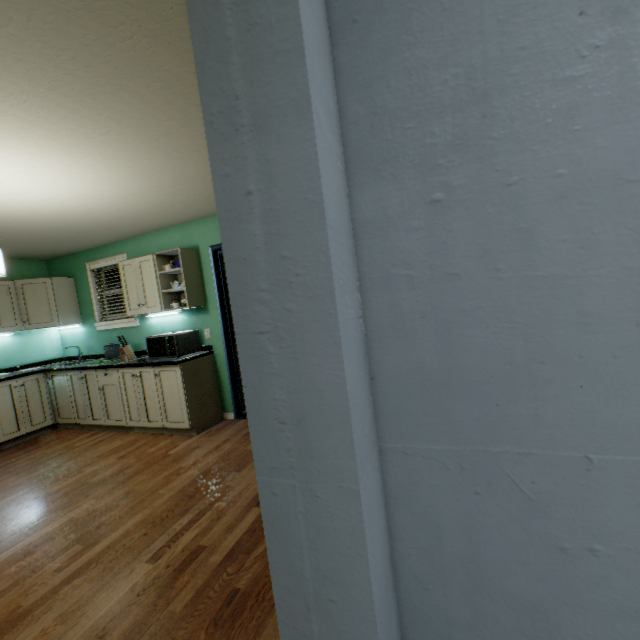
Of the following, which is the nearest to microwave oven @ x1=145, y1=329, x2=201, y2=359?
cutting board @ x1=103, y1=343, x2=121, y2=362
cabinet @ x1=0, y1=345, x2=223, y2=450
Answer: cabinet @ x1=0, y1=345, x2=223, y2=450

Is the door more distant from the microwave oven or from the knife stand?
the knife stand

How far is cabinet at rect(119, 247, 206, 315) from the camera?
3.76m

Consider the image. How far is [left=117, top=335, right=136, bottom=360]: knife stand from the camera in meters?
4.1

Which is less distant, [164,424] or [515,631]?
[515,631]

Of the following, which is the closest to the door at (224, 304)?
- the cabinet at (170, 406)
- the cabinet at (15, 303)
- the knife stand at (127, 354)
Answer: the cabinet at (170, 406)

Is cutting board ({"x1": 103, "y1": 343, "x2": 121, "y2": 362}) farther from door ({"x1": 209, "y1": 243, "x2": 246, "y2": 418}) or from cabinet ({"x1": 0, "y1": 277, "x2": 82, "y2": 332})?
door ({"x1": 209, "y1": 243, "x2": 246, "y2": 418})

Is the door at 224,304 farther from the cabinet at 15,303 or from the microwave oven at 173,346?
the cabinet at 15,303
